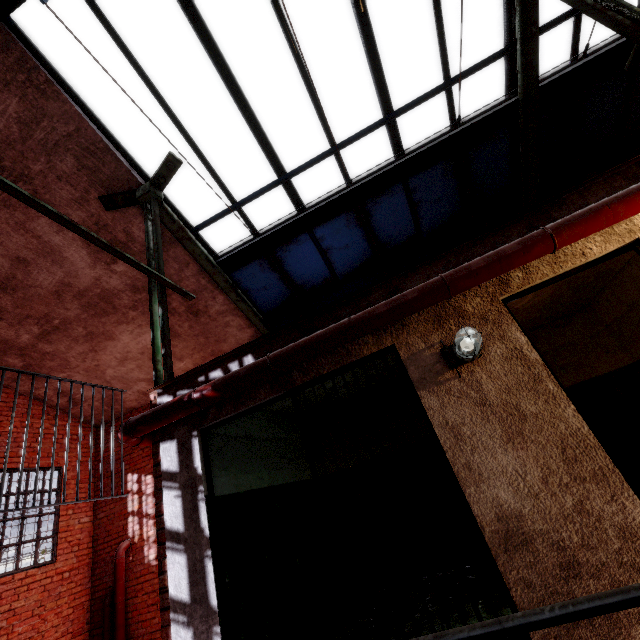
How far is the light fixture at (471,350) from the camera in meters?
2.4 m

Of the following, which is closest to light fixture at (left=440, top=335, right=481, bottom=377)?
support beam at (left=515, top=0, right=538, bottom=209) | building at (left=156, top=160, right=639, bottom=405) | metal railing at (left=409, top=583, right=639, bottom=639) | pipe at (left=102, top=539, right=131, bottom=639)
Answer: building at (left=156, top=160, right=639, bottom=405)

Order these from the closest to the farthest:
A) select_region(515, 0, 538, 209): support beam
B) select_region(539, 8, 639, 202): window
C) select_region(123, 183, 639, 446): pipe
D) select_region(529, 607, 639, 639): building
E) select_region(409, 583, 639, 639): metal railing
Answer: select_region(409, 583, 639, 639): metal railing
select_region(529, 607, 639, 639): building
select_region(123, 183, 639, 446): pipe
select_region(515, 0, 538, 209): support beam
select_region(539, 8, 639, 202): window

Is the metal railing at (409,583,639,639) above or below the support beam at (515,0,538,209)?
below

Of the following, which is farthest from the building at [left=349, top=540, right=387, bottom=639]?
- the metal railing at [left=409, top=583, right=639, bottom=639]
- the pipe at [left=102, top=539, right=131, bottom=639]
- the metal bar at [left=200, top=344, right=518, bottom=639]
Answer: the pipe at [left=102, top=539, right=131, bottom=639]

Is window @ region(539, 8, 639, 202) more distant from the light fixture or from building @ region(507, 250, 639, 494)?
the light fixture

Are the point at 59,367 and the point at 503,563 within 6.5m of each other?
no

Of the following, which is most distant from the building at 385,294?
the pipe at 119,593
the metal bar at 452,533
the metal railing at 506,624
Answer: the pipe at 119,593
